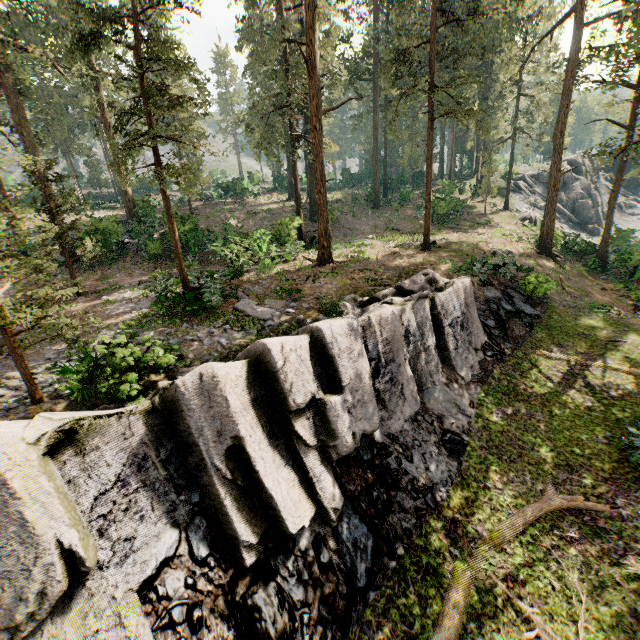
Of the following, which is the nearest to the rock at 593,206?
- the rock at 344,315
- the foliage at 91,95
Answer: the foliage at 91,95

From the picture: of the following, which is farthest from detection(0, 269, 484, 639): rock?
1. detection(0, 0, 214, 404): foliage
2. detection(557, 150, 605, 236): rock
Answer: detection(557, 150, 605, 236): rock

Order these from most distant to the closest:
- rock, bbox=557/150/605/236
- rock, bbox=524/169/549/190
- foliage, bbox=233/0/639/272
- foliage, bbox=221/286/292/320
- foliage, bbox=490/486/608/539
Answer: rock, bbox=524/169/549/190 → rock, bbox=557/150/605/236 → foliage, bbox=233/0/639/272 → foliage, bbox=221/286/292/320 → foliage, bbox=490/486/608/539

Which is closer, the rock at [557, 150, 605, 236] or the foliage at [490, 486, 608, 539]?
the foliage at [490, 486, 608, 539]

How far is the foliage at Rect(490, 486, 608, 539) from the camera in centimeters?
891cm

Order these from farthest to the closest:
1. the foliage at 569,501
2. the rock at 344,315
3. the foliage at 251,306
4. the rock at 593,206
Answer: the rock at 593,206 → the foliage at 251,306 → the foliage at 569,501 → the rock at 344,315

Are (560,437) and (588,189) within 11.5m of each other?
no
